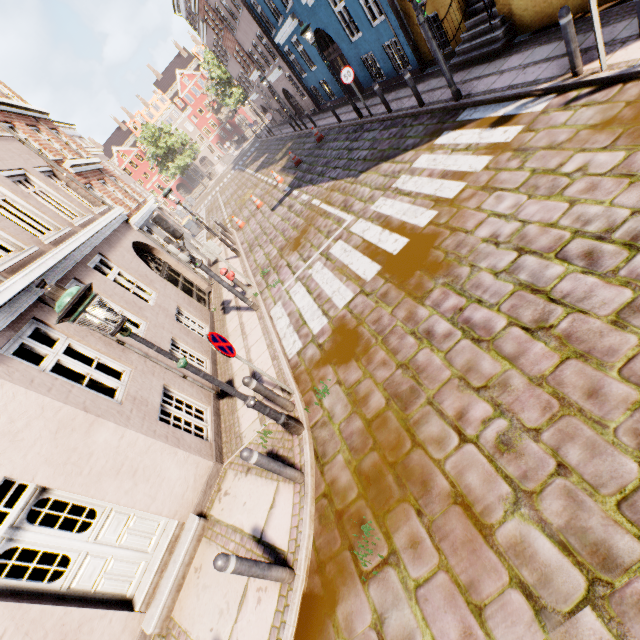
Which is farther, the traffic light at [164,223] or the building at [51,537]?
the traffic light at [164,223]

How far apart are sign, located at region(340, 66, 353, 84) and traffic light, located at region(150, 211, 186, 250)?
8.93m

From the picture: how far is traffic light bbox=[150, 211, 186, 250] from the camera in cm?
746

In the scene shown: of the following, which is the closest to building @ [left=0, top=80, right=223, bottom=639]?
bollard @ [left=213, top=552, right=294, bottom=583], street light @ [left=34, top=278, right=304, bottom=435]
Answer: street light @ [left=34, top=278, right=304, bottom=435]

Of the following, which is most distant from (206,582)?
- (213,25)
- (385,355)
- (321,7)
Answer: (213,25)

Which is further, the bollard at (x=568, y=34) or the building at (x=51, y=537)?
the bollard at (x=568, y=34)

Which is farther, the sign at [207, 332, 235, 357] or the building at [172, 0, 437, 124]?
the building at [172, 0, 437, 124]

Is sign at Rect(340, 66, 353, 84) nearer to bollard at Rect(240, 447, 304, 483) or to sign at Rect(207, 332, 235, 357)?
sign at Rect(207, 332, 235, 357)
